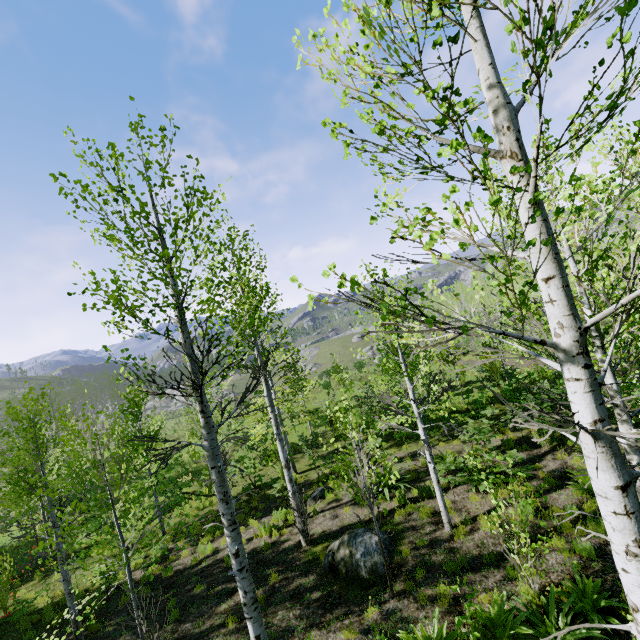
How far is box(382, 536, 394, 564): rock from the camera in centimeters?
797cm

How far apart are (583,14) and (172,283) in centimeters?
553cm

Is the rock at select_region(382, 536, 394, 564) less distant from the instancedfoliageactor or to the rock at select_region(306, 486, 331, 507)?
the instancedfoliageactor

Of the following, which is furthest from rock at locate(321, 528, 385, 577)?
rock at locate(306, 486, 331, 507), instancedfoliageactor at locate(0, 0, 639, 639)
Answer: rock at locate(306, 486, 331, 507)

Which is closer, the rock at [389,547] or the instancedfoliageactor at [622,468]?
the instancedfoliageactor at [622,468]
